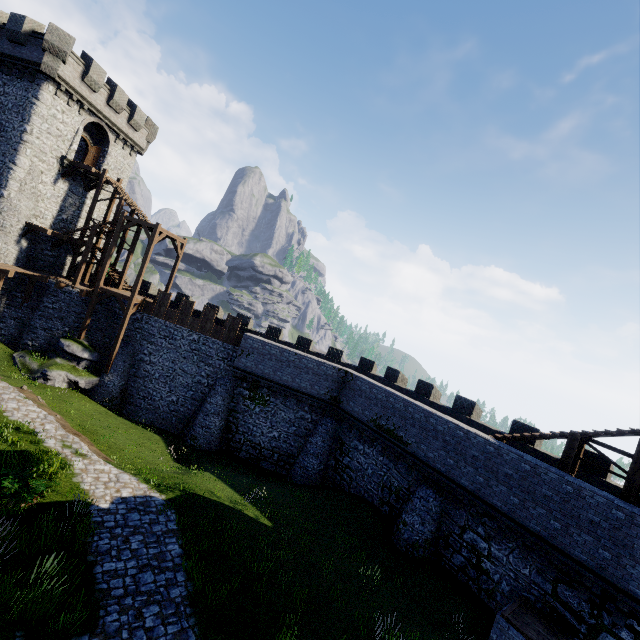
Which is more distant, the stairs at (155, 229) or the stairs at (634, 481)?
the stairs at (155, 229)

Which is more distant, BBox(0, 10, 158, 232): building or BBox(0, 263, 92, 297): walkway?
BBox(0, 10, 158, 232): building

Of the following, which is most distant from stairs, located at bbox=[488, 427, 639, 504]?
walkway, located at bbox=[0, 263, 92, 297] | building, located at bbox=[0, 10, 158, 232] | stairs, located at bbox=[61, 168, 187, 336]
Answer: building, located at bbox=[0, 10, 158, 232]

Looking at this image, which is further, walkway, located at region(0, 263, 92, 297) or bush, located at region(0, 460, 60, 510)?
walkway, located at region(0, 263, 92, 297)

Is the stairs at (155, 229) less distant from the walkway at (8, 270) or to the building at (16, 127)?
the walkway at (8, 270)

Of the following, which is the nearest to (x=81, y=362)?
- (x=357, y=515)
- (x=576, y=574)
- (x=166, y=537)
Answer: (x=166, y=537)

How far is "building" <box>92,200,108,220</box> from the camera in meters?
30.2

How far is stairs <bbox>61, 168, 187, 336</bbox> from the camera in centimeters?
2428cm
